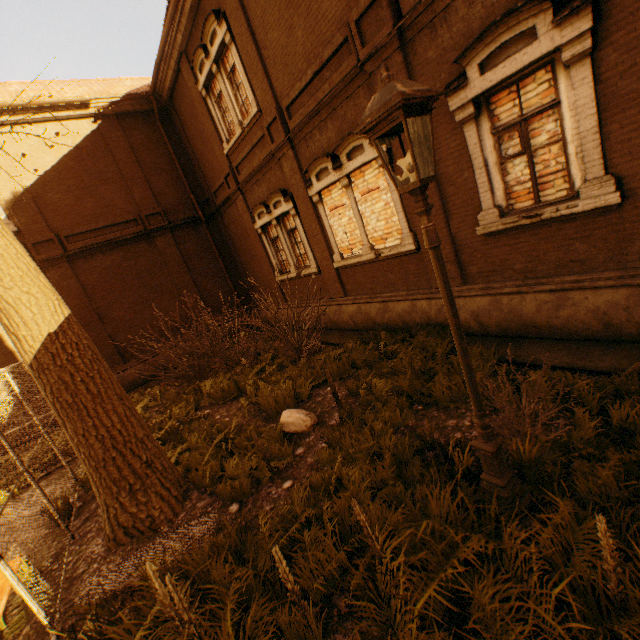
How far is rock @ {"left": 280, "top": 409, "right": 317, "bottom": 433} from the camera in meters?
5.9 m

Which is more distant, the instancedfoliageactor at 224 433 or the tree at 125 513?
the tree at 125 513

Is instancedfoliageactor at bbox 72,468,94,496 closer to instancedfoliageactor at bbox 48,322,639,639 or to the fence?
the fence

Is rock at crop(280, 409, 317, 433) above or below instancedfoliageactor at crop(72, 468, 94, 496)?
below

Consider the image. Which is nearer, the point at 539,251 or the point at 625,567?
the point at 625,567

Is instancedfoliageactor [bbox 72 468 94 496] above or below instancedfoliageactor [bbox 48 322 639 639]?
above

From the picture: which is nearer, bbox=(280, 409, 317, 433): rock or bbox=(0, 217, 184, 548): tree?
bbox=(0, 217, 184, 548): tree

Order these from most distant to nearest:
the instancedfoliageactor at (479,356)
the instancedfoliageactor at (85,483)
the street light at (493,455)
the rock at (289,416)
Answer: the instancedfoliageactor at (85,483), the rock at (289,416), the instancedfoliageactor at (479,356), the street light at (493,455)
